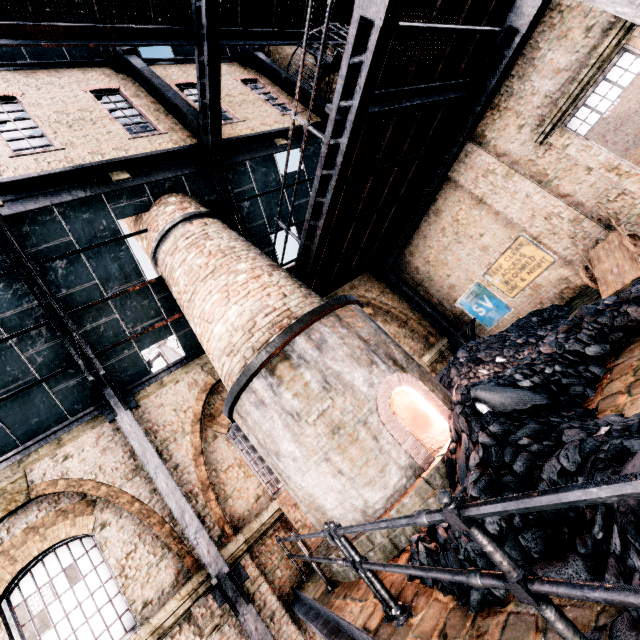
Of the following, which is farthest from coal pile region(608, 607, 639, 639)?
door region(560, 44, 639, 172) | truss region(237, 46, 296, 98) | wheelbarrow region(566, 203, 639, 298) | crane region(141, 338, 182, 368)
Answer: crane region(141, 338, 182, 368)

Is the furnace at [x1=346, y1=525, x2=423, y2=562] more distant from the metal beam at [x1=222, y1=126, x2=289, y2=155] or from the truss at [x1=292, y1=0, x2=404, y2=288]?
the metal beam at [x1=222, y1=126, x2=289, y2=155]

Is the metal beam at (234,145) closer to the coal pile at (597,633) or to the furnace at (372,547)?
the furnace at (372,547)

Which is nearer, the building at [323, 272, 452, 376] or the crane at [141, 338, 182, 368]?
the building at [323, 272, 452, 376]

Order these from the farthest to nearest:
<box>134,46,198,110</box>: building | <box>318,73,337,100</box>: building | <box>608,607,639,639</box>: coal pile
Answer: <box>318,73,337,100</box>: building
<box>134,46,198,110</box>: building
<box>608,607,639,639</box>: coal pile

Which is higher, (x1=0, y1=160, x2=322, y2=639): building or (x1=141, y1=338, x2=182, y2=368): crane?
(x1=141, y1=338, x2=182, y2=368): crane

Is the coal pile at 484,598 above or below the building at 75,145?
below

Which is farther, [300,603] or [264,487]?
[264,487]
